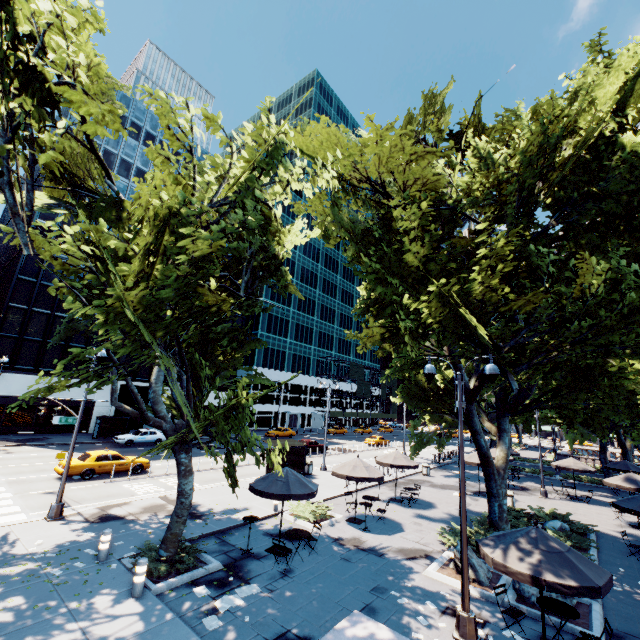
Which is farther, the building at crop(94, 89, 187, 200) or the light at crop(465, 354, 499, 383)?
the building at crop(94, 89, 187, 200)

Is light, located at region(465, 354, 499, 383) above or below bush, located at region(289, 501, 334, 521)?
above

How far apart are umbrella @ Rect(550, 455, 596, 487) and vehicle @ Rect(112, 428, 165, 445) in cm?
3665

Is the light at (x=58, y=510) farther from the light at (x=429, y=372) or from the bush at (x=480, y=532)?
the bush at (x=480, y=532)

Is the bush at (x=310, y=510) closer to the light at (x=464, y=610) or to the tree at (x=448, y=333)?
the tree at (x=448, y=333)

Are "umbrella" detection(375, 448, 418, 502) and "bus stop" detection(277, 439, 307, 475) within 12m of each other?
yes

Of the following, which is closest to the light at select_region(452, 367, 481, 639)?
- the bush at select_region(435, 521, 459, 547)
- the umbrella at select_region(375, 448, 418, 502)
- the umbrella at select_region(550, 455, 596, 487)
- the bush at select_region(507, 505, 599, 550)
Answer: the bush at select_region(435, 521, 459, 547)

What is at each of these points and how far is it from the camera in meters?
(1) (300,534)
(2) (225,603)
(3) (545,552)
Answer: (1) table, 11.8
(2) instancedfoliageactor, 9.0
(3) umbrella, 7.6
